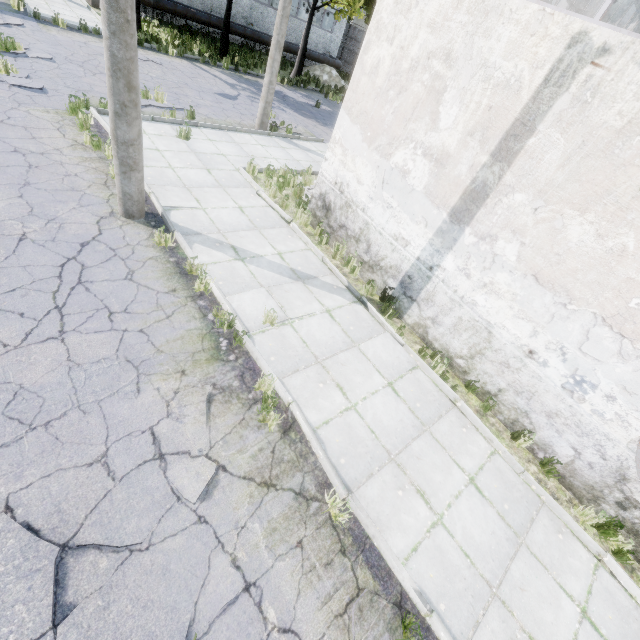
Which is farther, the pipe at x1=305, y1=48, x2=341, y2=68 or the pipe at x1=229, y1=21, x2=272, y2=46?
the pipe at x1=305, y1=48, x2=341, y2=68

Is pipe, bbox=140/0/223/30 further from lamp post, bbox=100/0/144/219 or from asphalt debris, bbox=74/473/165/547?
lamp post, bbox=100/0/144/219

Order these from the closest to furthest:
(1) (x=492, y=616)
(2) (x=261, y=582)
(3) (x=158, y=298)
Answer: (2) (x=261, y=582), (1) (x=492, y=616), (3) (x=158, y=298)

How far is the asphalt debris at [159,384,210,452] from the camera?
4.16m

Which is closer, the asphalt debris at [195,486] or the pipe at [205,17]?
the asphalt debris at [195,486]

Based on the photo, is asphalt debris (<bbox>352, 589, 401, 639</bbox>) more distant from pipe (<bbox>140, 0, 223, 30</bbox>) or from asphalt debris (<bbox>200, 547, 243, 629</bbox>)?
pipe (<bbox>140, 0, 223, 30</bbox>)

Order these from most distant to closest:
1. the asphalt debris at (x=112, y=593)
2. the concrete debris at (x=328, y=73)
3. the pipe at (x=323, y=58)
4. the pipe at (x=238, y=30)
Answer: the pipe at (x=323, y=58), the concrete debris at (x=328, y=73), the pipe at (x=238, y=30), the asphalt debris at (x=112, y=593)

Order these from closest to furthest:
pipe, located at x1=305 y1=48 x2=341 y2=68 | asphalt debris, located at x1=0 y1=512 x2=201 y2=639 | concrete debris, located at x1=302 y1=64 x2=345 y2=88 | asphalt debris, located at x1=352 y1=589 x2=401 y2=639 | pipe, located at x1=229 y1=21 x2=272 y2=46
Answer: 1. asphalt debris, located at x1=0 y1=512 x2=201 y2=639
2. asphalt debris, located at x1=352 y1=589 x2=401 y2=639
3. pipe, located at x1=229 y1=21 x2=272 y2=46
4. concrete debris, located at x1=302 y1=64 x2=345 y2=88
5. pipe, located at x1=305 y1=48 x2=341 y2=68
